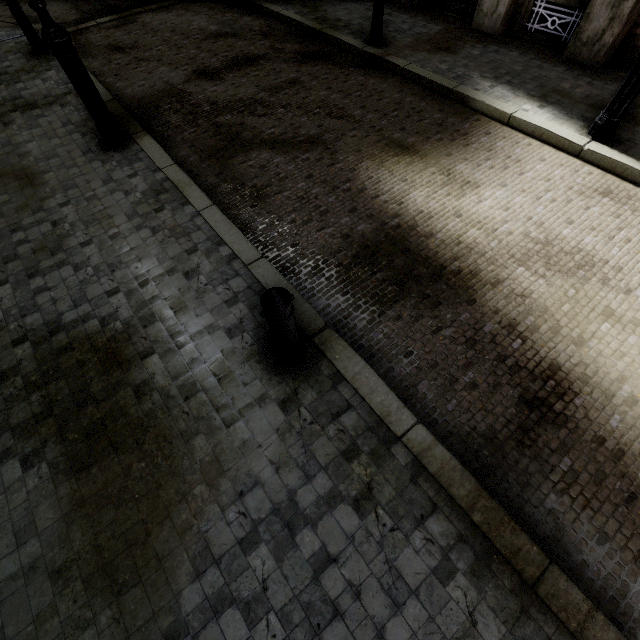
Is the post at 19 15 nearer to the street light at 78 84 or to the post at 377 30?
the street light at 78 84

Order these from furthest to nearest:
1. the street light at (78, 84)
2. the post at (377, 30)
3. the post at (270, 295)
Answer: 1. the post at (377, 30)
2. the street light at (78, 84)
3. the post at (270, 295)

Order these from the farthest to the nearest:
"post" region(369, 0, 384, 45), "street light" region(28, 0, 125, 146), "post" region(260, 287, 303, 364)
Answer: "post" region(369, 0, 384, 45)
"street light" region(28, 0, 125, 146)
"post" region(260, 287, 303, 364)

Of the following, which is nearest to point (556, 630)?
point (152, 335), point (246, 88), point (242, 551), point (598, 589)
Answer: point (598, 589)

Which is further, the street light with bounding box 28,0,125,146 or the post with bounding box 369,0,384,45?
the post with bounding box 369,0,384,45

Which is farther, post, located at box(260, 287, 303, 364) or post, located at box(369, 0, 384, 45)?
post, located at box(369, 0, 384, 45)

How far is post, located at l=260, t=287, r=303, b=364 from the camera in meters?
2.4 m

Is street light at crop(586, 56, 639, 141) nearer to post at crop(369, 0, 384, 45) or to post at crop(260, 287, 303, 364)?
post at crop(369, 0, 384, 45)
